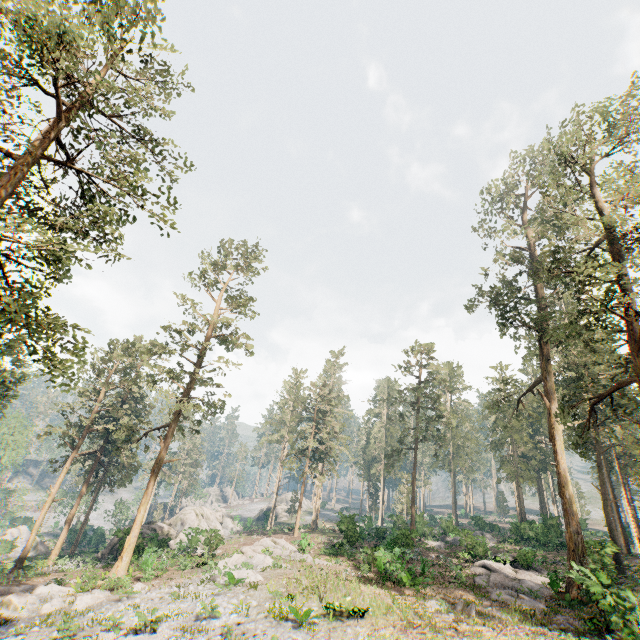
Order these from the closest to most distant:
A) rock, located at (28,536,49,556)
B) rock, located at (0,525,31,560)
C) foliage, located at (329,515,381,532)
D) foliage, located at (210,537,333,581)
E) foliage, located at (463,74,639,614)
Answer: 1. foliage, located at (463,74,639,614)
2. foliage, located at (210,537,333,581)
3. foliage, located at (329,515,381,532)
4. rock, located at (0,525,31,560)
5. rock, located at (28,536,49,556)

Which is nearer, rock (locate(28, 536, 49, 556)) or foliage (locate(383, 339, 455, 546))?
foliage (locate(383, 339, 455, 546))

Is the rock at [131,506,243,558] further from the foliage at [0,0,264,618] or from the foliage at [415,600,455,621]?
the foliage at [415,600,455,621]

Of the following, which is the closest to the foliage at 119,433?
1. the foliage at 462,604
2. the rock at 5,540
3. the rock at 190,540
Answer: the rock at 5,540

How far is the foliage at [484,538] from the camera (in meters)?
29.95

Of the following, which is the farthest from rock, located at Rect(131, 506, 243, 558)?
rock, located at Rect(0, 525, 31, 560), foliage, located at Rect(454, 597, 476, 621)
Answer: foliage, located at Rect(454, 597, 476, 621)

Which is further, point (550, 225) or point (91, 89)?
point (550, 225)
